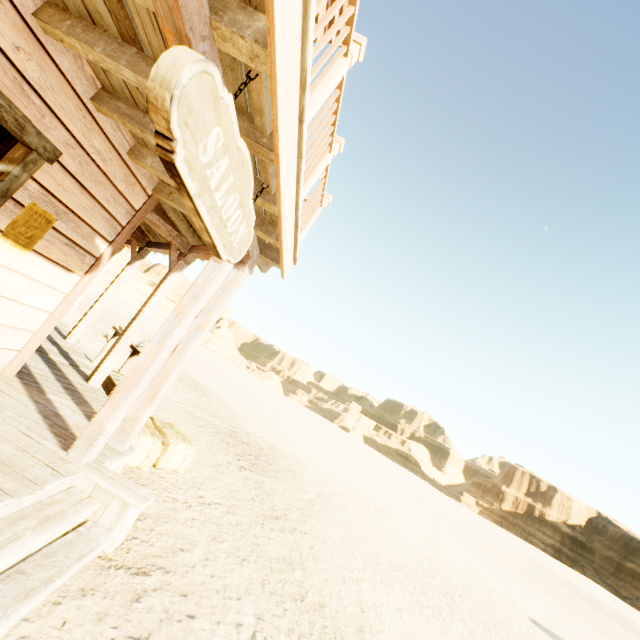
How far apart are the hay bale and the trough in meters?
0.2

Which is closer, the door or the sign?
the sign

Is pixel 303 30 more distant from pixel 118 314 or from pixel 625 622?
pixel 625 622

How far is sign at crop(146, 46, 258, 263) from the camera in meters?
1.3 m

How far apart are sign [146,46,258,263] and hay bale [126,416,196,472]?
2.91m

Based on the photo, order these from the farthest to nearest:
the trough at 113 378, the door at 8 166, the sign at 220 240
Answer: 1. the trough at 113 378
2. the door at 8 166
3. the sign at 220 240

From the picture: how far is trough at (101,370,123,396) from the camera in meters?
5.8

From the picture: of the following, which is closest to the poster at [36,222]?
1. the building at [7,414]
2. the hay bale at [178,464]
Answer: the building at [7,414]
